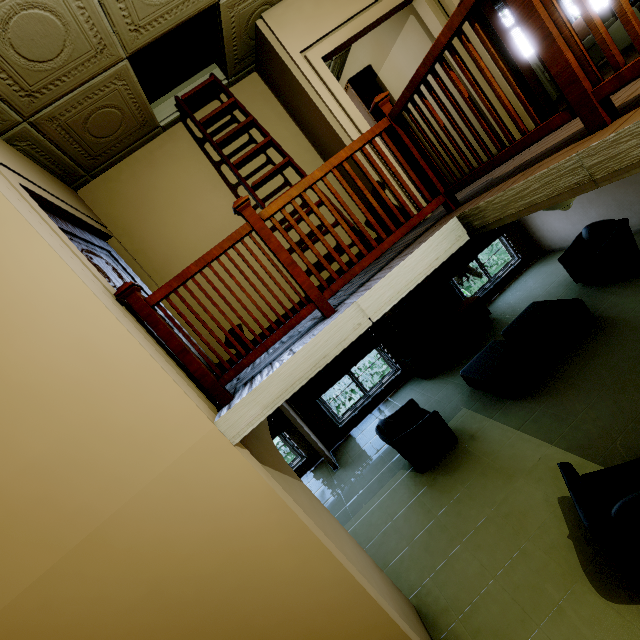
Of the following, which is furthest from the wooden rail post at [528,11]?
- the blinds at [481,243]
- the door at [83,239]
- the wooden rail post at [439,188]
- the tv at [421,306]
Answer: the blinds at [481,243]

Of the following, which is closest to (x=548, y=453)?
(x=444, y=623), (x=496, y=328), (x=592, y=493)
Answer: (x=592, y=493)

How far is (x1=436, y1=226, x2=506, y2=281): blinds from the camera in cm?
778

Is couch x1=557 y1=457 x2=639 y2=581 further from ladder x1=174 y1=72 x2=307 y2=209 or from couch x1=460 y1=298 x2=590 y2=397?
ladder x1=174 y1=72 x2=307 y2=209

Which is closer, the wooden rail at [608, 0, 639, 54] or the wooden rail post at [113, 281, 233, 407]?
the wooden rail at [608, 0, 639, 54]

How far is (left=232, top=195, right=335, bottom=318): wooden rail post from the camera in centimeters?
233cm

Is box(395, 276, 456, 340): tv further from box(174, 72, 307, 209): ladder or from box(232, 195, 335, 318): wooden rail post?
box(232, 195, 335, 318): wooden rail post

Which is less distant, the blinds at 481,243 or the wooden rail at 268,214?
the wooden rail at 268,214
